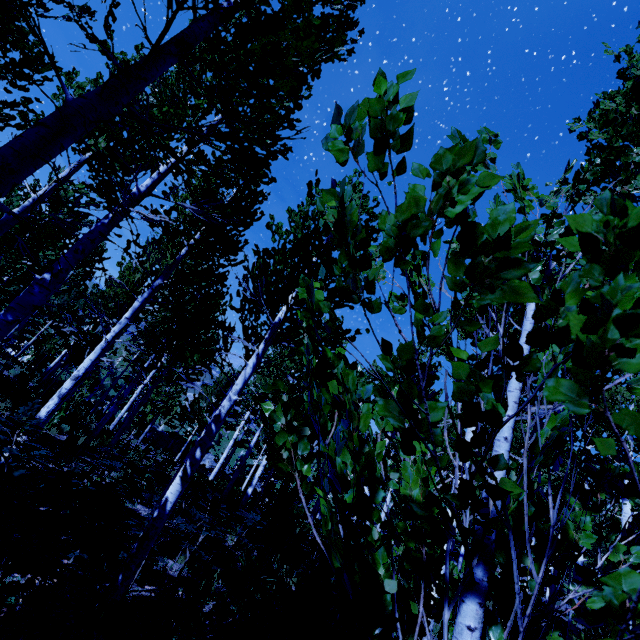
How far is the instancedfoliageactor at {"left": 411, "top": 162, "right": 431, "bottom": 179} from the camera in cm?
86

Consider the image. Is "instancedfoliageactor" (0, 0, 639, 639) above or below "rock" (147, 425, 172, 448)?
above

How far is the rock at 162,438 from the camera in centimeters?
3603cm

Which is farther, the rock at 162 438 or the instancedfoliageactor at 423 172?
the rock at 162 438

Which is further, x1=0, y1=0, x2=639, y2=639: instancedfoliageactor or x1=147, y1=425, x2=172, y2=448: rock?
x1=147, y1=425, x2=172, y2=448: rock

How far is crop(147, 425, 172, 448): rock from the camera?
36.03m

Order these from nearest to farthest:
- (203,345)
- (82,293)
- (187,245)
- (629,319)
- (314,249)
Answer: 1. (629,319)
2. (314,249)
3. (187,245)
4. (203,345)
5. (82,293)
